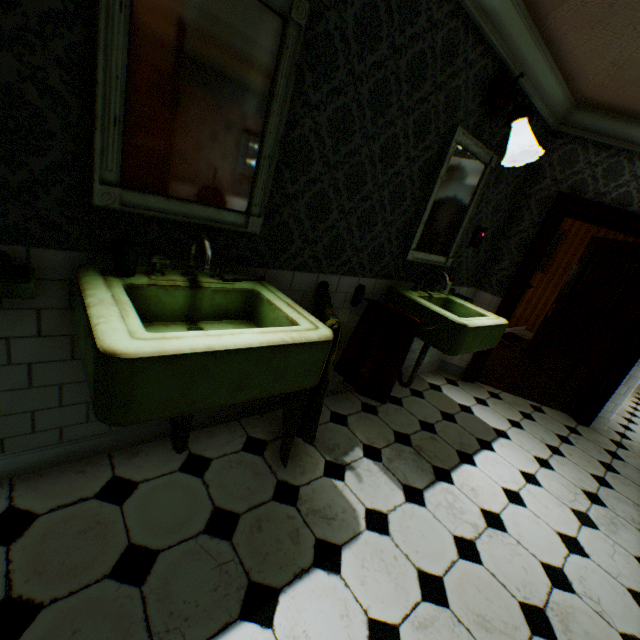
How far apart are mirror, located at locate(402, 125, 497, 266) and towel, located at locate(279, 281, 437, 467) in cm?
48

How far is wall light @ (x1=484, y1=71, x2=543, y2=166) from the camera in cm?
235

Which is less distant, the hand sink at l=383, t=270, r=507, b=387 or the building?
the building

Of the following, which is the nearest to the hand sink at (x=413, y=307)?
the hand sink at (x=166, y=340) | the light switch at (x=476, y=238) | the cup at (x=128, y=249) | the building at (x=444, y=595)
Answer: the building at (x=444, y=595)

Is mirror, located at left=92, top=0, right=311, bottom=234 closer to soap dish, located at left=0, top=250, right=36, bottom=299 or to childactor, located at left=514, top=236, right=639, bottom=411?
soap dish, located at left=0, top=250, right=36, bottom=299

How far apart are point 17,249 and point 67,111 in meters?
0.6

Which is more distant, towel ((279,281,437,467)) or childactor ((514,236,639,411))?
childactor ((514,236,639,411))

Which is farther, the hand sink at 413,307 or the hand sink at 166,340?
the hand sink at 413,307
